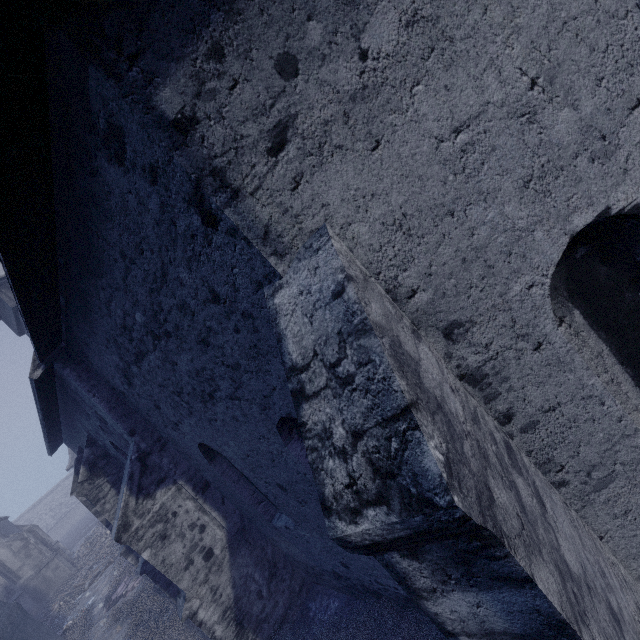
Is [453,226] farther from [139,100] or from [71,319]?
[71,319]

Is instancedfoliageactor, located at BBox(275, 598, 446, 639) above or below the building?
below

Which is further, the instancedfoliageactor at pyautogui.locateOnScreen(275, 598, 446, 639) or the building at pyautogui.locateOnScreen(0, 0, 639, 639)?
the instancedfoliageactor at pyautogui.locateOnScreen(275, 598, 446, 639)

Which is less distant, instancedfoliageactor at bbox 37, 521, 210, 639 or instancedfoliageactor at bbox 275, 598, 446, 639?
instancedfoliageactor at bbox 275, 598, 446, 639

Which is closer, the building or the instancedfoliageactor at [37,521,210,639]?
the building

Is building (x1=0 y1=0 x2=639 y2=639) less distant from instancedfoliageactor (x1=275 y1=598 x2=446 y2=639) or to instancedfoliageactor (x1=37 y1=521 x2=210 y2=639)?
instancedfoliageactor (x1=37 y1=521 x2=210 y2=639)

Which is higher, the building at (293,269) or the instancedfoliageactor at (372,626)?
the building at (293,269)

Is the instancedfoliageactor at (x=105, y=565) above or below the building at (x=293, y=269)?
below
